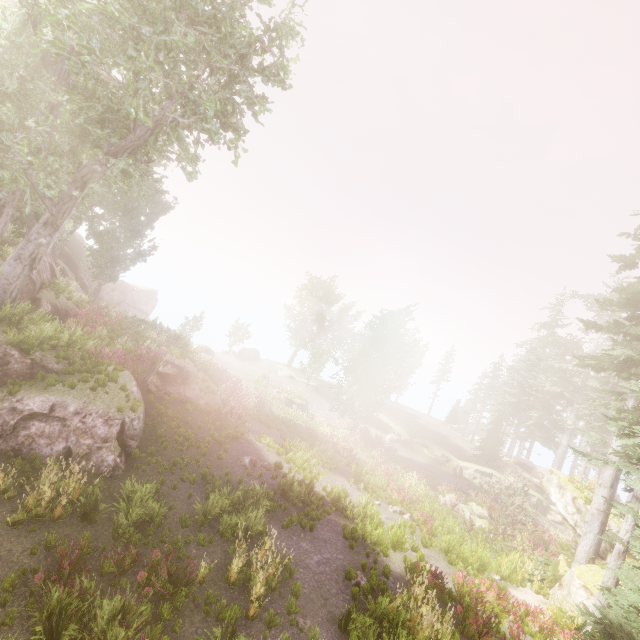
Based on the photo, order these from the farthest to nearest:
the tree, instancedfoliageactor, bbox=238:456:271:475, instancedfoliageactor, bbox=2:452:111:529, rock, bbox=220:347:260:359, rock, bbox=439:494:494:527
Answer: rock, bbox=220:347:260:359 → rock, bbox=439:494:494:527 → the tree → instancedfoliageactor, bbox=238:456:271:475 → instancedfoliageactor, bbox=2:452:111:529

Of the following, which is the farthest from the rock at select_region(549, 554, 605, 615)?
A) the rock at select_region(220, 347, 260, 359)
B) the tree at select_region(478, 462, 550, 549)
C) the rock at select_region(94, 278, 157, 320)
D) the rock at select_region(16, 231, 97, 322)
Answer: the rock at select_region(94, 278, 157, 320)

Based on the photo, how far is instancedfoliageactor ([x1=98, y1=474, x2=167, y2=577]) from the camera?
7.72m

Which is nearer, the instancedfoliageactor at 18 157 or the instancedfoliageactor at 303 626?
the instancedfoliageactor at 303 626

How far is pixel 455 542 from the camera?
15.12m

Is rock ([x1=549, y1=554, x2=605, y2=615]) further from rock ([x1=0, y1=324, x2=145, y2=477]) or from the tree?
rock ([x1=0, y1=324, x2=145, y2=477])

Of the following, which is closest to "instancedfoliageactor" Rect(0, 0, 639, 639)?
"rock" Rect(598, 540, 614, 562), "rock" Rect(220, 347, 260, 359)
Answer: "rock" Rect(598, 540, 614, 562)

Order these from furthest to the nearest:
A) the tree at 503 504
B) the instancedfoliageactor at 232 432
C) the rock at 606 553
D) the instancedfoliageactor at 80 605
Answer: the tree at 503 504, the rock at 606 553, the instancedfoliageactor at 232 432, the instancedfoliageactor at 80 605
